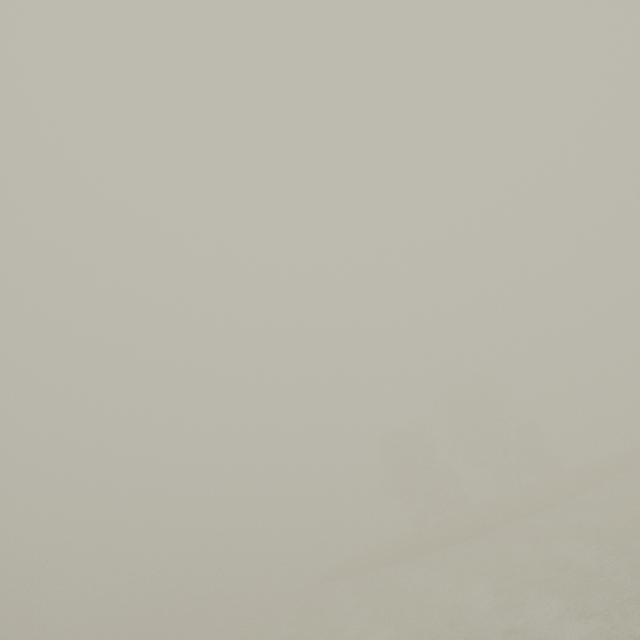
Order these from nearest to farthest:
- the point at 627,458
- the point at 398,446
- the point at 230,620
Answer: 1. the point at 627,458
2. the point at 230,620
3. the point at 398,446
